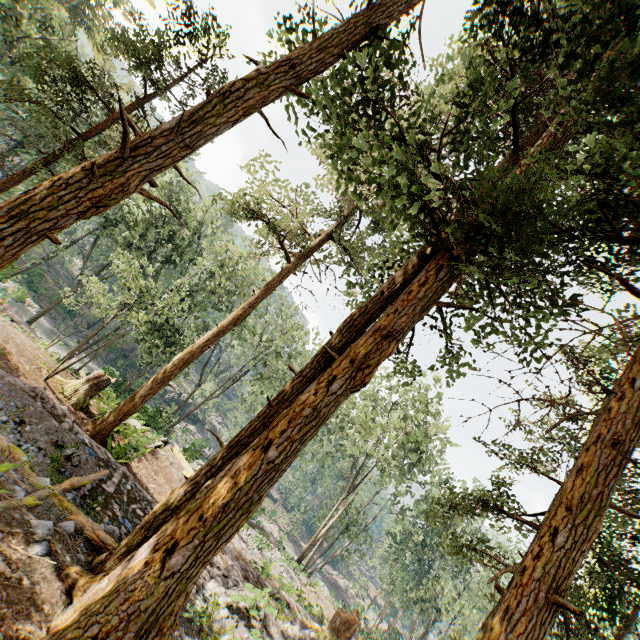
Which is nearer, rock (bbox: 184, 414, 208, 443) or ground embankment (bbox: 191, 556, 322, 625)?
ground embankment (bbox: 191, 556, 322, 625)

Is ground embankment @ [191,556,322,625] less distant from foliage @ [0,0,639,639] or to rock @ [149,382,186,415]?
foliage @ [0,0,639,639]

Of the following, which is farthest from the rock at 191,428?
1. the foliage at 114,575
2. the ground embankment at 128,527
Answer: the ground embankment at 128,527

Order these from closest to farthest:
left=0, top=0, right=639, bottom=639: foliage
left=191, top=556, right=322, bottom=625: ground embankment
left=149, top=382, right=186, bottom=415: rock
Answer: left=0, top=0, right=639, bottom=639: foliage → left=191, top=556, right=322, bottom=625: ground embankment → left=149, top=382, right=186, bottom=415: rock

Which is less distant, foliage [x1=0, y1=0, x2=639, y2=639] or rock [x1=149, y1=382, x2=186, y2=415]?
foliage [x1=0, y1=0, x2=639, y2=639]

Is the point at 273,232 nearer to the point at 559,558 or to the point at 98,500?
the point at 98,500

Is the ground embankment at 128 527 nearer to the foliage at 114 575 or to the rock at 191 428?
the foliage at 114 575
